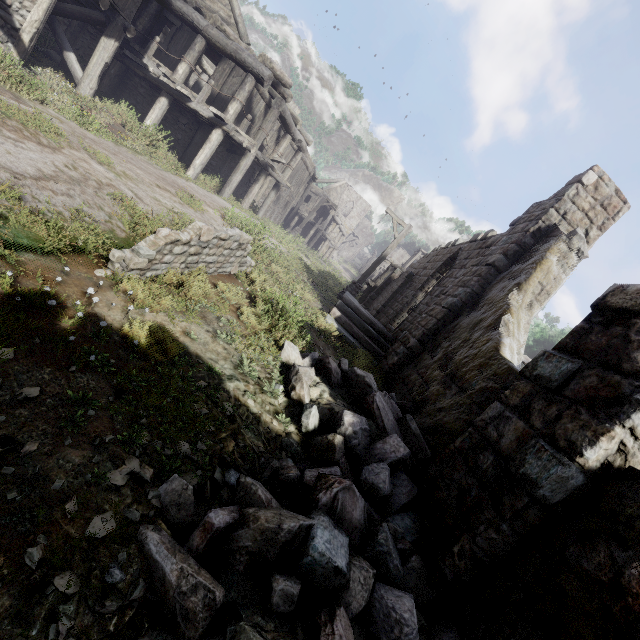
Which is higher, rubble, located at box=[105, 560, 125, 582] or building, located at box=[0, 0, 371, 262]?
building, located at box=[0, 0, 371, 262]

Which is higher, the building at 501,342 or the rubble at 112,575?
the building at 501,342

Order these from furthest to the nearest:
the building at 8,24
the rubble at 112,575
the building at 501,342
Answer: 1. the building at 8,24
2. the building at 501,342
3. the rubble at 112,575

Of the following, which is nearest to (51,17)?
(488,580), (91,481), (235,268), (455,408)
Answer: (235,268)

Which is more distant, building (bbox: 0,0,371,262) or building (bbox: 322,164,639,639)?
building (bbox: 0,0,371,262)

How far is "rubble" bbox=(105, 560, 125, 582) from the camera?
1.8 meters

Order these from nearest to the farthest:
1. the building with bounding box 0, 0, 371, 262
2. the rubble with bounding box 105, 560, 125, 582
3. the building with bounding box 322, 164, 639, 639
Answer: the rubble with bounding box 105, 560, 125, 582, the building with bounding box 322, 164, 639, 639, the building with bounding box 0, 0, 371, 262
